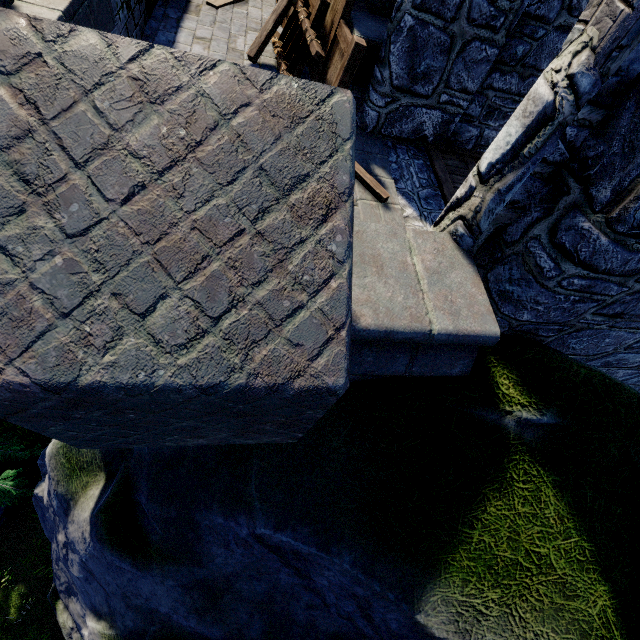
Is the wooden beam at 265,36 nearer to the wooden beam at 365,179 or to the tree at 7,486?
the wooden beam at 365,179

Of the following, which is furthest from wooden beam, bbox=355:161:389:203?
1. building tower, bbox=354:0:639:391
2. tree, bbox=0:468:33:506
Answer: tree, bbox=0:468:33:506

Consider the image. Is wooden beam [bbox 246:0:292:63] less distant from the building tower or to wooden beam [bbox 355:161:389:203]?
wooden beam [bbox 355:161:389:203]

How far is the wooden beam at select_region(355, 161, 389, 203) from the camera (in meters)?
4.23

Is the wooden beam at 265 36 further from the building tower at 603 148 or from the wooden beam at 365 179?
the building tower at 603 148

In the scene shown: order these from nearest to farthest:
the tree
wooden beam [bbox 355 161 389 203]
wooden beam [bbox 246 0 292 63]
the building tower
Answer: the building tower < wooden beam [bbox 355 161 389 203] < wooden beam [bbox 246 0 292 63] < the tree

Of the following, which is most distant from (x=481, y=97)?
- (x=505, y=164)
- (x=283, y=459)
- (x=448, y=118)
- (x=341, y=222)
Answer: (x=283, y=459)
